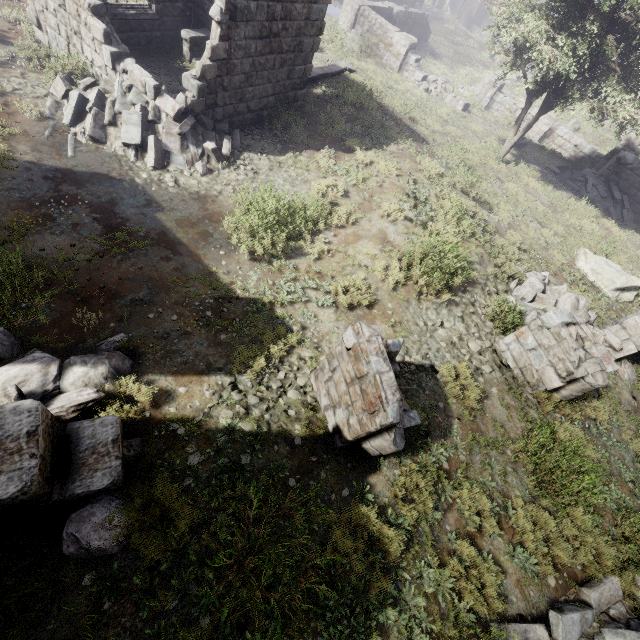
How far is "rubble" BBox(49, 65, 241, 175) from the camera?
8.06m

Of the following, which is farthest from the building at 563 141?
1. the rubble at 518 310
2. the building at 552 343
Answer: the building at 552 343

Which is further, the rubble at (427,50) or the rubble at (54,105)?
the rubble at (427,50)

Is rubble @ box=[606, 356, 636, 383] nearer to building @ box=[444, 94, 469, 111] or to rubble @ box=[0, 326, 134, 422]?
rubble @ box=[0, 326, 134, 422]

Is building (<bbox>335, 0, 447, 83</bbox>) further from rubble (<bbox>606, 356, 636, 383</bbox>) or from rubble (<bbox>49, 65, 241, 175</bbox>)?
rubble (<bbox>606, 356, 636, 383</bbox>)

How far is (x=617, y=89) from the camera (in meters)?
12.63

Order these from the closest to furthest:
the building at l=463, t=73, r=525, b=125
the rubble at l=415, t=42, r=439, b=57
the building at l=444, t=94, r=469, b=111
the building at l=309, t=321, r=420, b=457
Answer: the building at l=309, t=321, r=420, b=457 → the building at l=444, t=94, r=469, b=111 → the building at l=463, t=73, r=525, b=125 → the rubble at l=415, t=42, r=439, b=57

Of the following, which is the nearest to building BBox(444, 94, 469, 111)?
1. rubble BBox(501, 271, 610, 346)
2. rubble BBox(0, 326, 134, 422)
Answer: rubble BBox(501, 271, 610, 346)
